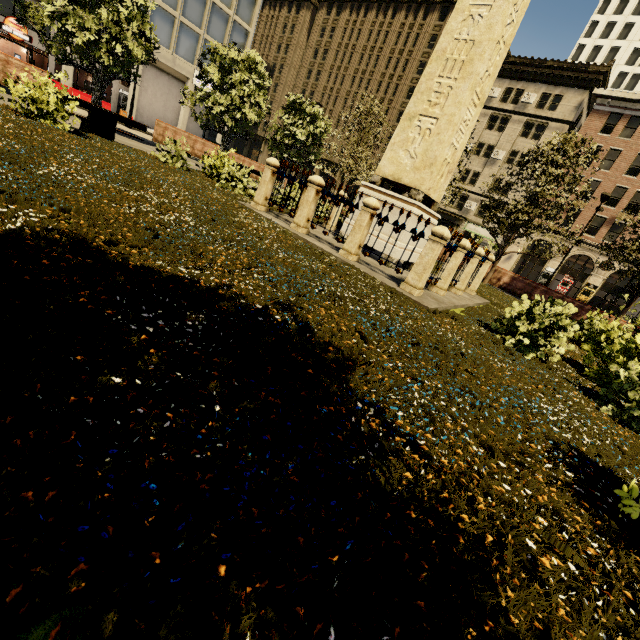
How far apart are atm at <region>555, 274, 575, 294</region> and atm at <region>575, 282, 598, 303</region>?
0.9 meters

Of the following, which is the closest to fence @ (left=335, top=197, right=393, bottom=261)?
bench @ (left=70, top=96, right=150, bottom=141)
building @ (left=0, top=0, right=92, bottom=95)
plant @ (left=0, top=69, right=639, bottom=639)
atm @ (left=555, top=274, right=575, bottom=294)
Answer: plant @ (left=0, top=69, right=639, bottom=639)

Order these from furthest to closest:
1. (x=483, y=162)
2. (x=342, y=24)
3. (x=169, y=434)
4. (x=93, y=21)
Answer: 1. (x=342, y=24)
2. (x=483, y=162)
3. (x=93, y=21)
4. (x=169, y=434)

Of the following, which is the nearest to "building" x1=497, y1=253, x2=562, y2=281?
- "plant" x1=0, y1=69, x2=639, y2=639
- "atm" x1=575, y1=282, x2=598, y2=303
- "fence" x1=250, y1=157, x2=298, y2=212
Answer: "atm" x1=575, y1=282, x2=598, y2=303

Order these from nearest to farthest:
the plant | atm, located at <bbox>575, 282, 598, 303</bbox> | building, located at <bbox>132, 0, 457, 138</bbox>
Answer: the plant, building, located at <bbox>132, 0, 457, 138</bbox>, atm, located at <bbox>575, 282, 598, 303</bbox>

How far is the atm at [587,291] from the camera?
32.38m

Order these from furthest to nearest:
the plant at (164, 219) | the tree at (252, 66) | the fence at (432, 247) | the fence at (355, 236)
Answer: the tree at (252, 66), the fence at (355, 236), the fence at (432, 247), the plant at (164, 219)

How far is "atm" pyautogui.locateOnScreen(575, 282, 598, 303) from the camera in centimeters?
3238cm
